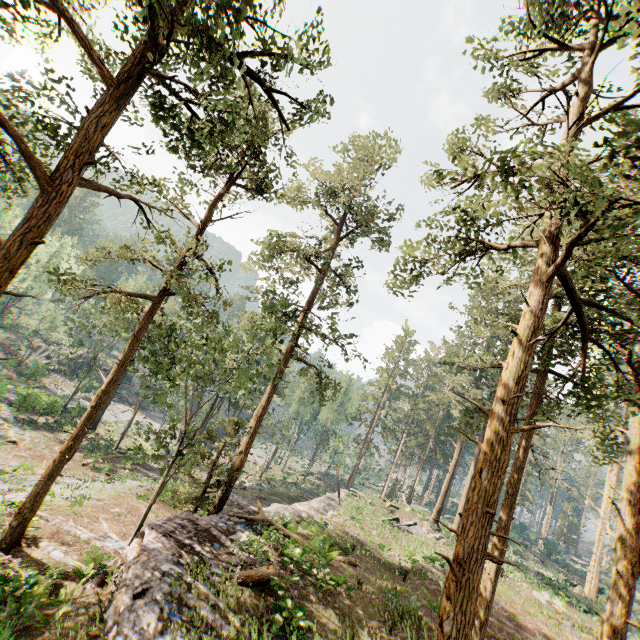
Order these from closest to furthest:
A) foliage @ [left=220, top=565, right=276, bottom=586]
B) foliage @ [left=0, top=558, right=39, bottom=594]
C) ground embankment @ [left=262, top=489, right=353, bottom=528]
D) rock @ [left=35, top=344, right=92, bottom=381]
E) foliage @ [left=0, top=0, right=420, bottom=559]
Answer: foliage @ [left=0, top=0, right=420, bottom=559] < foliage @ [left=0, top=558, right=39, bottom=594] < foliage @ [left=220, top=565, right=276, bottom=586] < ground embankment @ [left=262, top=489, right=353, bottom=528] < rock @ [left=35, top=344, right=92, bottom=381]

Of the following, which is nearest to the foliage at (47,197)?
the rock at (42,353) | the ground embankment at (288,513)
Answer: the ground embankment at (288,513)

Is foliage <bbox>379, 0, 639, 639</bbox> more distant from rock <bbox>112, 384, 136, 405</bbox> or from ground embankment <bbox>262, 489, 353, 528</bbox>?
rock <bbox>112, 384, 136, 405</bbox>

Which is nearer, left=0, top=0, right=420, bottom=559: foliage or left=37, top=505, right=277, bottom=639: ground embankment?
left=0, top=0, right=420, bottom=559: foliage

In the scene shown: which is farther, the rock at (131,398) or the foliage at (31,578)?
the rock at (131,398)

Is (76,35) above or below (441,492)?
above

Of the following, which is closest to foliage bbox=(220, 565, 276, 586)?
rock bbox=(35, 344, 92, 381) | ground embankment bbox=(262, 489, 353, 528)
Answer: ground embankment bbox=(262, 489, 353, 528)
